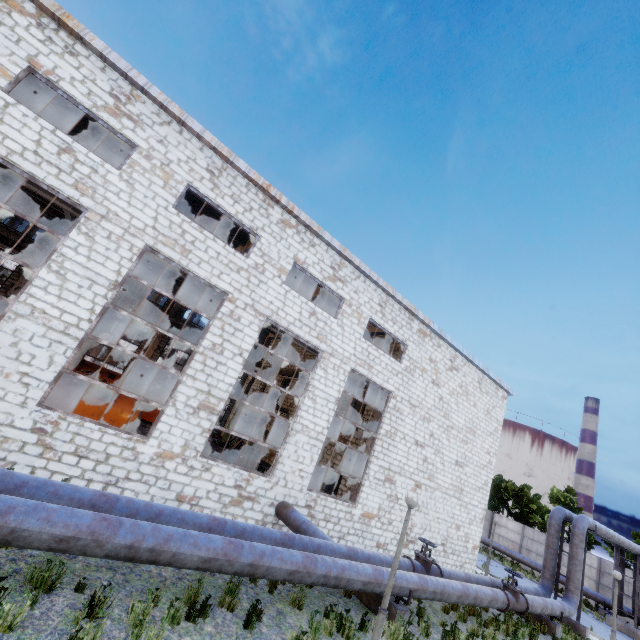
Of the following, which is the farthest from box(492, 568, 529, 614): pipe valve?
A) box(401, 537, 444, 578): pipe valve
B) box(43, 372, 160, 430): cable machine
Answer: box(43, 372, 160, 430): cable machine

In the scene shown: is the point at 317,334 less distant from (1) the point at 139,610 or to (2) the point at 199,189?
(2) the point at 199,189

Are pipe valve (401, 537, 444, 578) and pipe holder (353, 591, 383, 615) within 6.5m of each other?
yes

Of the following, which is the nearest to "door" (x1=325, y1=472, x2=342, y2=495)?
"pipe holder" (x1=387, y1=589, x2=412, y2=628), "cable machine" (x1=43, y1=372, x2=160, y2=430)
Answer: "pipe holder" (x1=387, y1=589, x2=412, y2=628)

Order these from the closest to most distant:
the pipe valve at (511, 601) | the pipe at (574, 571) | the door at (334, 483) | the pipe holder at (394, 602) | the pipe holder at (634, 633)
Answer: the pipe holder at (394, 602) → the pipe valve at (511, 601) → the pipe at (574, 571) → the door at (334, 483) → the pipe holder at (634, 633)

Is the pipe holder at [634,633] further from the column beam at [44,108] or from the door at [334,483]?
the column beam at [44,108]

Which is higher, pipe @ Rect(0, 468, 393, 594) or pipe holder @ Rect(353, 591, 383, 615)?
pipe @ Rect(0, 468, 393, 594)

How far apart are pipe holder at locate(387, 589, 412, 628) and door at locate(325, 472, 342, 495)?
6.84m
